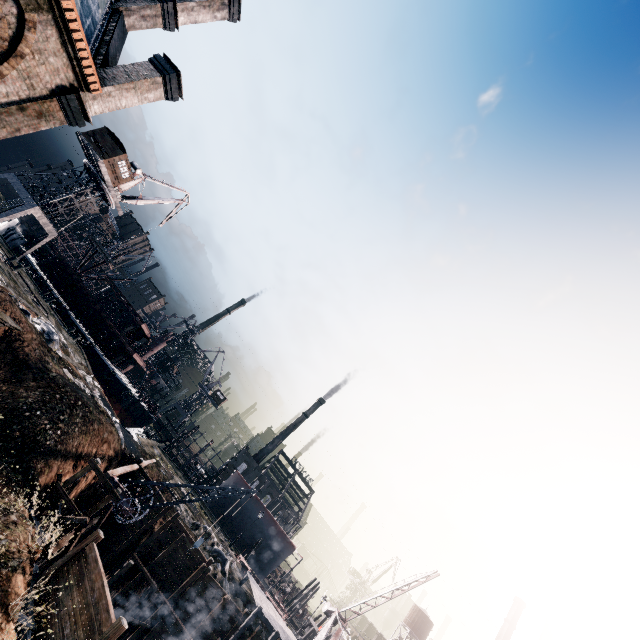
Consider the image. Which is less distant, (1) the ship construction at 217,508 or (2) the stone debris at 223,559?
(2) the stone debris at 223,559

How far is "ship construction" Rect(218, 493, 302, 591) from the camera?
50.9m

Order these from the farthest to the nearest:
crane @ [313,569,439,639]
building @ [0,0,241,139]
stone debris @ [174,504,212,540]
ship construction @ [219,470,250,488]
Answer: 1. ship construction @ [219,470,250,488]
2. stone debris @ [174,504,212,540]
3. crane @ [313,569,439,639]
4. building @ [0,0,241,139]

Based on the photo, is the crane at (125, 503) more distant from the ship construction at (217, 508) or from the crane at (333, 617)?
the ship construction at (217, 508)

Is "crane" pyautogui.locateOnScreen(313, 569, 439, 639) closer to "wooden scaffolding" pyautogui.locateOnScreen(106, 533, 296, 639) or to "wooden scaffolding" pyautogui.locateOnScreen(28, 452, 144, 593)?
"wooden scaffolding" pyautogui.locateOnScreen(106, 533, 296, 639)

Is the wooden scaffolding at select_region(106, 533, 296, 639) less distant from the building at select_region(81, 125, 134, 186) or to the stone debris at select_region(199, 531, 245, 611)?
the stone debris at select_region(199, 531, 245, 611)

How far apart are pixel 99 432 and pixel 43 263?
42.21m

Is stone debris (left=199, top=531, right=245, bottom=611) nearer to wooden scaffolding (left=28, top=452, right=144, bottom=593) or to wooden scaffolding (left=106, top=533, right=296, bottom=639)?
wooden scaffolding (left=106, top=533, right=296, bottom=639)
